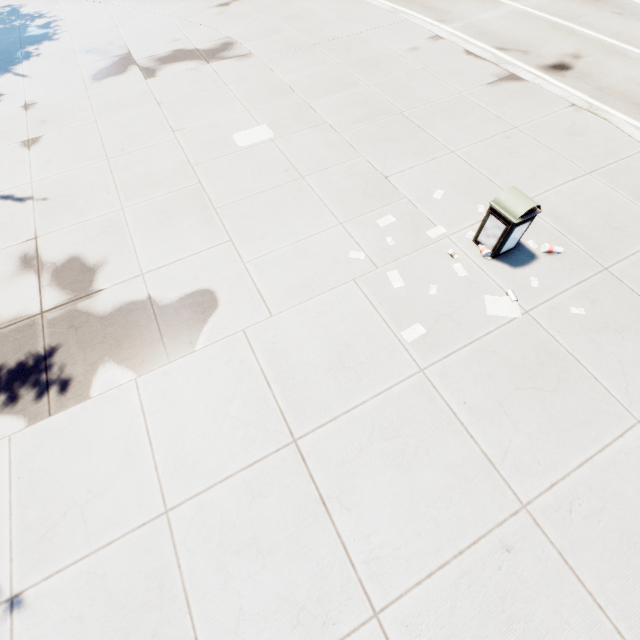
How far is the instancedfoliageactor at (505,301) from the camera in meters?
4.9

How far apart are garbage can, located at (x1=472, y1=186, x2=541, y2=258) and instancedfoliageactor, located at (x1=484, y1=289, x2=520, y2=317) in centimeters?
68cm

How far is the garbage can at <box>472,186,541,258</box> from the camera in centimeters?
483cm

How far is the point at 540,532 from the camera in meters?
3.5 m

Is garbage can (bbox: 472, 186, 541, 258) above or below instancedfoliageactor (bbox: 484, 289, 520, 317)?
above

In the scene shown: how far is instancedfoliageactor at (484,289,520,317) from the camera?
4.9 meters

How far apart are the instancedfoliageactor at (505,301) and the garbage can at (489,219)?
0.7m
